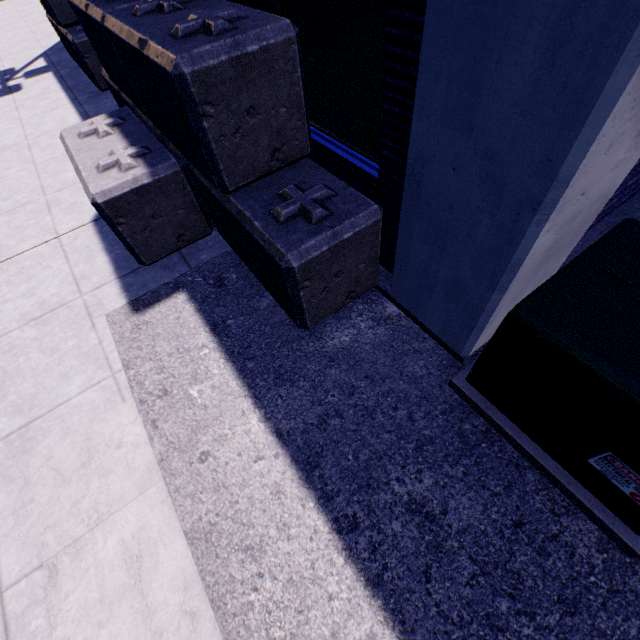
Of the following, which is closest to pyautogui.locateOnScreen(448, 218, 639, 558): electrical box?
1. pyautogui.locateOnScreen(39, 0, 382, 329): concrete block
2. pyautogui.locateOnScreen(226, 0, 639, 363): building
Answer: pyautogui.locateOnScreen(226, 0, 639, 363): building

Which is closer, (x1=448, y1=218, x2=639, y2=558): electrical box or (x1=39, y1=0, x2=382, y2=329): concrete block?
(x1=448, y1=218, x2=639, y2=558): electrical box

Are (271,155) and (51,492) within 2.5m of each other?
→ no

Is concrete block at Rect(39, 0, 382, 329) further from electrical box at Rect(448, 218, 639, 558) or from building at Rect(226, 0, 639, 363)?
electrical box at Rect(448, 218, 639, 558)

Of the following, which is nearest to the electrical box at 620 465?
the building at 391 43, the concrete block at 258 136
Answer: the building at 391 43

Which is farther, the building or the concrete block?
the concrete block
